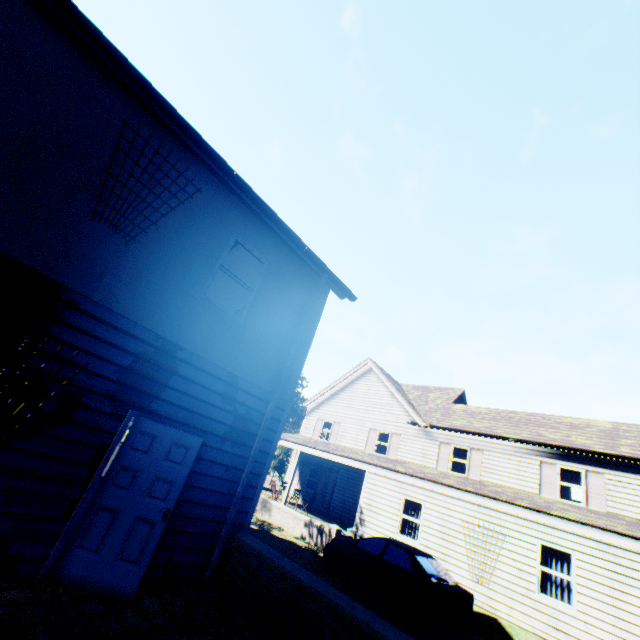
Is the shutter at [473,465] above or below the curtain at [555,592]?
above

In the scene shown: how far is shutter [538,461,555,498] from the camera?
15.1m

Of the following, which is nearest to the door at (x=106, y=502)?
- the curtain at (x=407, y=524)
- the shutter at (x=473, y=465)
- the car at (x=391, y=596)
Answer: the car at (x=391, y=596)

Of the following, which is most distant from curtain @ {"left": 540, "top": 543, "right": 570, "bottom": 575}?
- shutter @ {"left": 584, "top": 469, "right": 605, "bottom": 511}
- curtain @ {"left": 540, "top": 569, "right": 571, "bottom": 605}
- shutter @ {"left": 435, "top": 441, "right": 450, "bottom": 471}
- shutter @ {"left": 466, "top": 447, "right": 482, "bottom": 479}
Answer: shutter @ {"left": 435, "top": 441, "right": 450, "bottom": 471}

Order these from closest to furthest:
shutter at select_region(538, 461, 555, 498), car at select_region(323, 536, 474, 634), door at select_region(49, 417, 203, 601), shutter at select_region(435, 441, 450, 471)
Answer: door at select_region(49, 417, 203, 601), car at select_region(323, 536, 474, 634), shutter at select_region(538, 461, 555, 498), shutter at select_region(435, 441, 450, 471)

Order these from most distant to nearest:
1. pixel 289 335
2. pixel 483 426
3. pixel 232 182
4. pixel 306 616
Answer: pixel 483 426 < pixel 289 335 < pixel 232 182 < pixel 306 616

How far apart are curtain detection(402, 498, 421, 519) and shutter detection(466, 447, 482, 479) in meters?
5.1

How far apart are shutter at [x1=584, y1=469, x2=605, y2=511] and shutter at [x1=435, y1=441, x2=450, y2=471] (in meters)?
6.03
